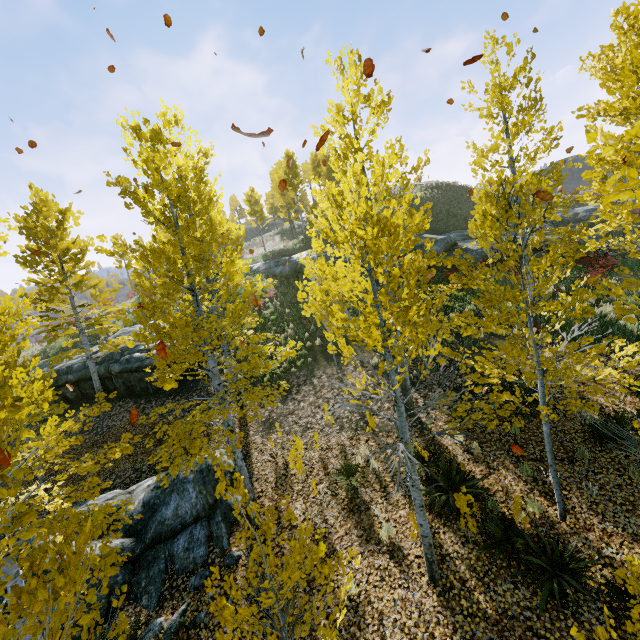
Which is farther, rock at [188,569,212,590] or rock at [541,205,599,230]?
rock at [541,205,599,230]

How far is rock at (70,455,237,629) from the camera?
7.44m

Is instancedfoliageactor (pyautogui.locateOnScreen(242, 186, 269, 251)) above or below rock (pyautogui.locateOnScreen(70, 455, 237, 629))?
above

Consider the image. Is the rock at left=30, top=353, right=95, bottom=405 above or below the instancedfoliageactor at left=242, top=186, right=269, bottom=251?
below

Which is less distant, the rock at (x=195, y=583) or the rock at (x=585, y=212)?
the rock at (x=195, y=583)

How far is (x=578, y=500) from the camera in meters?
6.7

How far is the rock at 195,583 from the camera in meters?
7.1 m
